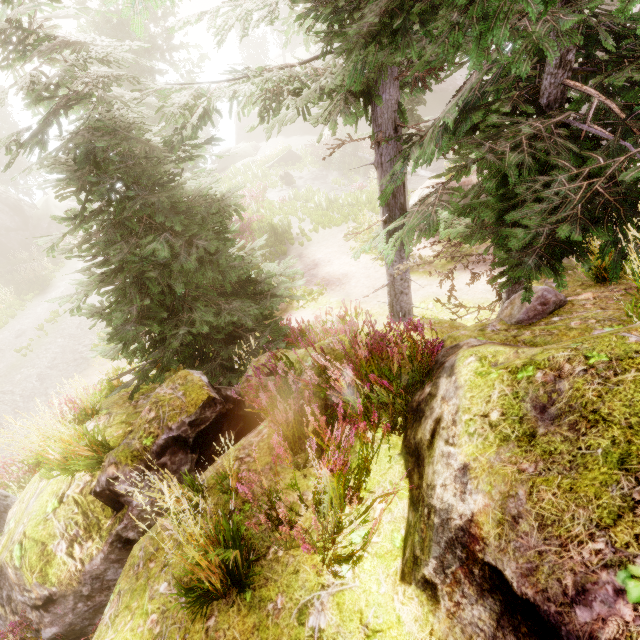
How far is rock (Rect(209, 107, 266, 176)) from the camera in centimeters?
3347cm

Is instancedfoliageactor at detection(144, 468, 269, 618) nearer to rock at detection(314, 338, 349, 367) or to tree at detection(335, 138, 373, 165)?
rock at detection(314, 338, 349, 367)

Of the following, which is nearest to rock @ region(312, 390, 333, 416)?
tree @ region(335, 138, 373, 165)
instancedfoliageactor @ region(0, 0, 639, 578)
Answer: instancedfoliageactor @ region(0, 0, 639, 578)

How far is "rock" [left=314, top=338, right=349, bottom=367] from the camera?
4.06m

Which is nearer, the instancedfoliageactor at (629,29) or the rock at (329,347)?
the instancedfoliageactor at (629,29)

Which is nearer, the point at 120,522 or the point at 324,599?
the point at 324,599

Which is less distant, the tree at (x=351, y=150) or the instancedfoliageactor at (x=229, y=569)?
the instancedfoliageactor at (x=229, y=569)
